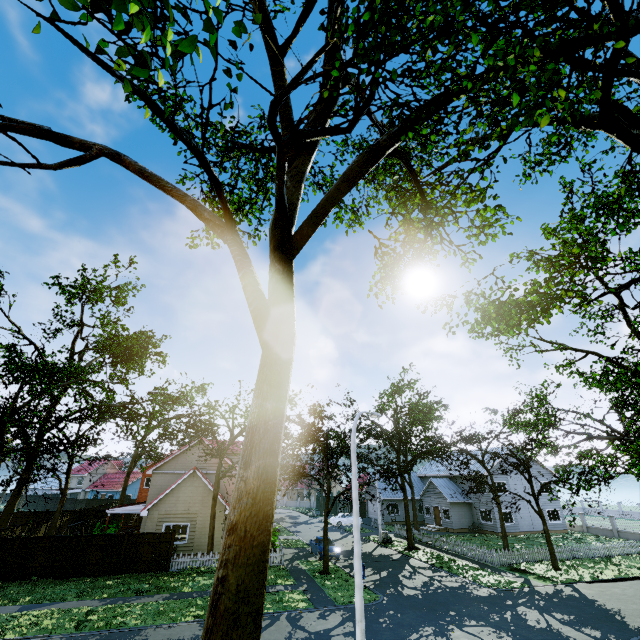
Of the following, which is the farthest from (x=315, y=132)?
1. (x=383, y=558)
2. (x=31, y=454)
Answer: (x=383, y=558)

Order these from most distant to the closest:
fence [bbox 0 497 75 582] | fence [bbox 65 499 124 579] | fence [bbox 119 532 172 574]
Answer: fence [bbox 119 532 172 574]
fence [bbox 65 499 124 579]
fence [bbox 0 497 75 582]

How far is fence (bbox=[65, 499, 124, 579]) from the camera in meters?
20.5

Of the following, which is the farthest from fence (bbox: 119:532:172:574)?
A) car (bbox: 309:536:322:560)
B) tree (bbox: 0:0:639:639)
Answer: car (bbox: 309:536:322:560)

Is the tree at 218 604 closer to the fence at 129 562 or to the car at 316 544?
the fence at 129 562

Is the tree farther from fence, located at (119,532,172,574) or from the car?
the car

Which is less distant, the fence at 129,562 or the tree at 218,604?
the tree at 218,604
